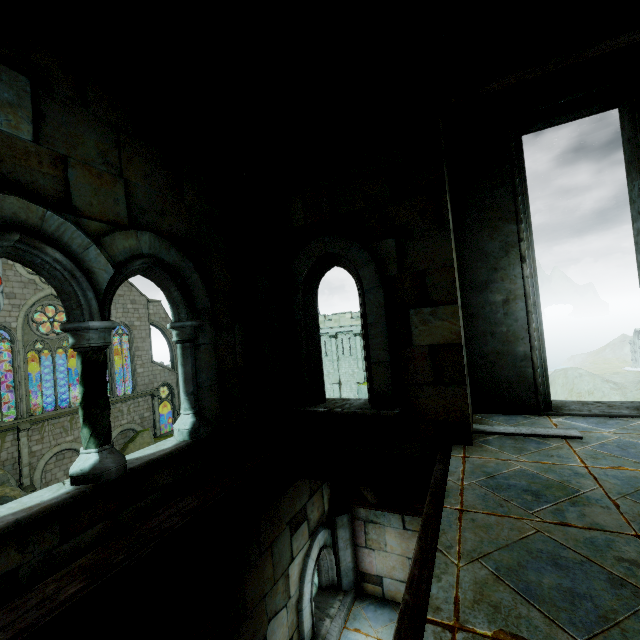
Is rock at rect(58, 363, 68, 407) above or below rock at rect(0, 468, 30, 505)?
above

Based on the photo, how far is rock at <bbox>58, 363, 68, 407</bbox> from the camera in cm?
3348

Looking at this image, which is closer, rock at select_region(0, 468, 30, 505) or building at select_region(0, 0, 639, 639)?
building at select_region(0, 0, 639, 639)

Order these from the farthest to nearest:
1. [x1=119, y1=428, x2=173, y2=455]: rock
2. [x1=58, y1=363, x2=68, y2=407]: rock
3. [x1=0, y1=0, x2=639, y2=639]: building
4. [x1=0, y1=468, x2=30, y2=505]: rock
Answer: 1. [x1=58, y1=363, x2=68, y2=407]: rock
2. [x1=119, y1=428, x2=173, y2=455]: rock
3. [x1=0, y1=468, x2=30, y2=505]: rock
4. [x1=0, y1=0, x2=639, y2=639]: building

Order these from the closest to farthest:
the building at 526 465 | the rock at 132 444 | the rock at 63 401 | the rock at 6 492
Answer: the building at 526 465 < the rock at 6 492 < the rock at 132 444 < the rock at 63 401

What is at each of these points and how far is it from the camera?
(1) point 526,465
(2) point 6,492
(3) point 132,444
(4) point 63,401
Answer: (1) building, 2.8m
(2) rock, 19.3m
(3) rock, 28.7m
(4) rock, 33.8m

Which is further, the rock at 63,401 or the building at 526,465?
the rock at 63,401
